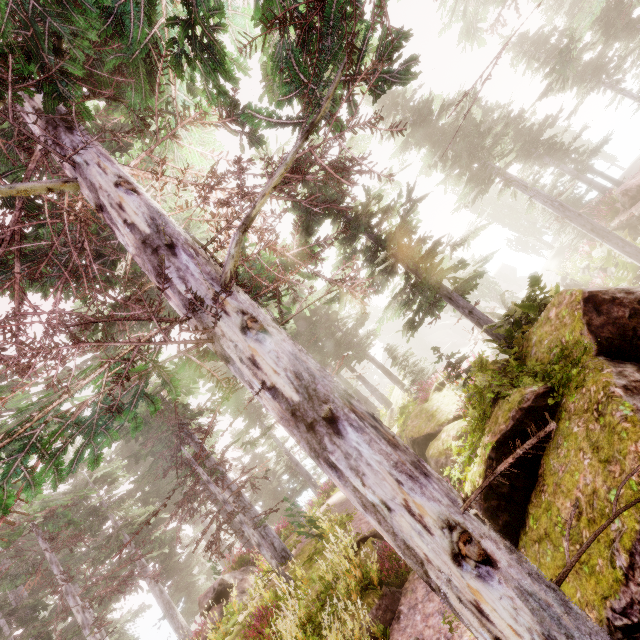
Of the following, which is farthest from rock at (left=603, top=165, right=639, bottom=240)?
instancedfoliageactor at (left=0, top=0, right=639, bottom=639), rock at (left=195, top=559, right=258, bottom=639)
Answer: rock at (left=195, top=559, right=258, bottom=639)

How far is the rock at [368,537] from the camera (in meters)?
8.08

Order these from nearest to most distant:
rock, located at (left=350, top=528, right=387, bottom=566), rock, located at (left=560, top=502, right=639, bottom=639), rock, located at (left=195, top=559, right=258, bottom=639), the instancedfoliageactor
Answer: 1. the instancedfoliageactor
2. rock, located at (left=560, top=502, right=639, bottom=639)
3. rock, located at (left=350, top=528, right=387, bottom=566)
4. rock, located at (left=195, top=559, right=258, bottom=639)

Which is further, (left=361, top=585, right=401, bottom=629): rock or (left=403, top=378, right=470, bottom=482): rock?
(left=403, top=378, right=470, bottom=482): rock

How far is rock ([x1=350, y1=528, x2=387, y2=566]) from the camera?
8.1m

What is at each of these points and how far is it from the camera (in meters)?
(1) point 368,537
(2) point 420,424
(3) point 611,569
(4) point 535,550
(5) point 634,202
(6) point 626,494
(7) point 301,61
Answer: (1) rock, 8.80
(2) rock, 11.07
(3) rock, 3.52
(4) rock, 4.80
(5) rock, 15.05
(6) rock, 3.57
(7) instancedfoliageactor, 2.29

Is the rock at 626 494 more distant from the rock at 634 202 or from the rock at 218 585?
the rock at 634 202
